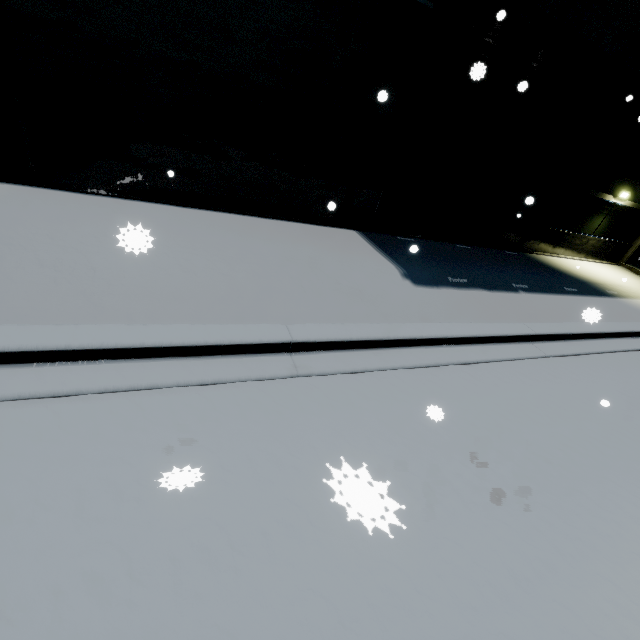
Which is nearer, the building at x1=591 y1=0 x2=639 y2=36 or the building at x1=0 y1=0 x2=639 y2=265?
the building at x1=0 y1=0 x2=639 y2=265

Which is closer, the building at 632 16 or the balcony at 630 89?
the balcony at 630 89

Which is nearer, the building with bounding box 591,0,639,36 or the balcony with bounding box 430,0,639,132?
the balcony with bounding box 430,0,639,132

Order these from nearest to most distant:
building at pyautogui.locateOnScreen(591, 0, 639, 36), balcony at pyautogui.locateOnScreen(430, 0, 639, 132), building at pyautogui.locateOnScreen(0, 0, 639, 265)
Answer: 1. balcony at pyautogui.locateOnScreen(430, 0, 639, 132)
2. building at pyautogui.locateOnScreen(0, 0, 639, 265)
3. building at pyautogui.locateOnScreen(591, 0, 639, 36)

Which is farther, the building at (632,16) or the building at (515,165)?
the building at (632,16)

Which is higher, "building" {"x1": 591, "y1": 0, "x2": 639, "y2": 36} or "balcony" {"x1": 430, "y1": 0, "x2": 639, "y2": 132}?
"building" {"x1": 591, "y1": 0, "x2": 639, "y2": 36}

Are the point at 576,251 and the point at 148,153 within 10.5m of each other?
no
